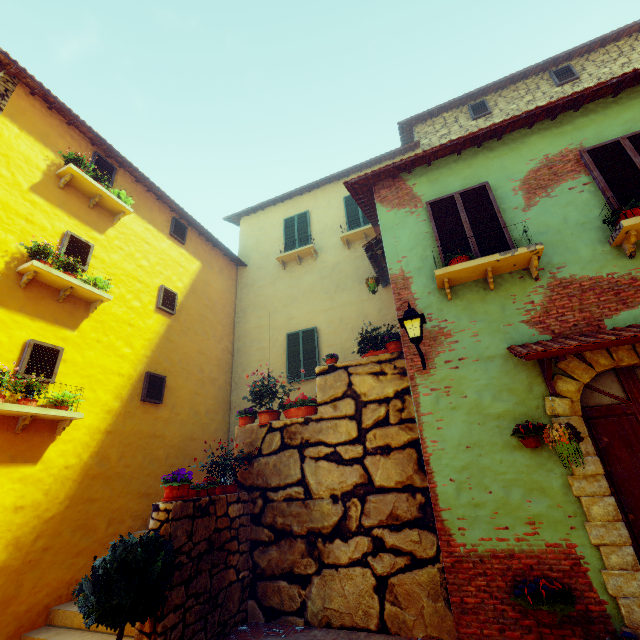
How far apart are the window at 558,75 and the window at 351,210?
6.3 meters

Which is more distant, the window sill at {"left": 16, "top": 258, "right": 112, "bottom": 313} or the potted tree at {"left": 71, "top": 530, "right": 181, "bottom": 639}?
the window sill at {"left": 16, "top": 258, "right": 112, "bottom": 313}

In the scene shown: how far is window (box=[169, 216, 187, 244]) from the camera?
9.83m

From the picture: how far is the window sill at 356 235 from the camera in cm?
1054

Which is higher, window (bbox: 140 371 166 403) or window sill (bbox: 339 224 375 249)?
window sill (bbox: 339 224 375 249)

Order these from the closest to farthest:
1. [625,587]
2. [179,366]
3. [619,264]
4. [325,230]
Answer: [625,587] < [619,264] < [179,366] < [325,230]

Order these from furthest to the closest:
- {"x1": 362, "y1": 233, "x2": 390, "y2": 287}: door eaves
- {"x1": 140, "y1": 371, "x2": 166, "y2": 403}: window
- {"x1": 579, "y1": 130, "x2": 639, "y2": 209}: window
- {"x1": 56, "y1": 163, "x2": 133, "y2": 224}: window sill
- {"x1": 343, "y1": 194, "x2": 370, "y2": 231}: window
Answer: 1. {"x1": 343, "y1": 194, "x2": 370, "y2": 231}: window
2. {"x1": 362, "y1": 233, "x2": 390, "y2": 287}: door eaves
3. {"x1": 140, "y1": 371, "x2": 166, "y2": 403}: window
4. {"x1": 56, "y1": 163, "x2": 133, "y2": 224}: window sill
5. {"x1": 579, "y1": 130, "x2": 639, "y2": 209}: window

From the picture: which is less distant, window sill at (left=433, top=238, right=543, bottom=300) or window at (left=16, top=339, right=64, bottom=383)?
window sill at (left=433, top=238, right=543, bottom=300)
